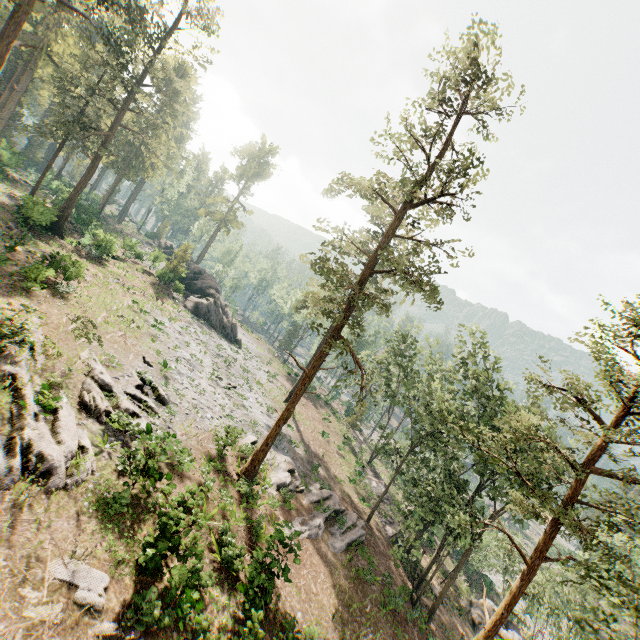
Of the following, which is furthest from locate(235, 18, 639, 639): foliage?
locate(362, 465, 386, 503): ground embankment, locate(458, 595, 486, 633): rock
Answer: locate(458, 595, 486, 633): rock

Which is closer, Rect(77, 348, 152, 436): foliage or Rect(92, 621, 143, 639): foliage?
Rect(92, 621, 143, 639): foliage

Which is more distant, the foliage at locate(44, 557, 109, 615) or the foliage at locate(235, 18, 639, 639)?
the foliage at locate(235, 18, 639, 639)

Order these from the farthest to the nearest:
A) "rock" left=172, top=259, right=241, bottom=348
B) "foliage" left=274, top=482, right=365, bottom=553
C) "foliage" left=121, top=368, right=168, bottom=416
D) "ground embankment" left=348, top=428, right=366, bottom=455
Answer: "ground embankment" left=348, top=428, right=366, bottom=455
"rock" left=172, top=259, right=241, bottom=348
"foliage" left=274, top=482, right=365, bottom=553
"foliage" left=121, top=368, right=168, bottom=416

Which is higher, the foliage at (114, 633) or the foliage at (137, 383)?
the foliage at (137, 383)

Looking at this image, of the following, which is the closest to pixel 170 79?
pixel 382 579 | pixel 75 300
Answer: pixel 75 300

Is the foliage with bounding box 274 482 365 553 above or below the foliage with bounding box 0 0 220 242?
below

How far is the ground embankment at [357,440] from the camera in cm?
4509
